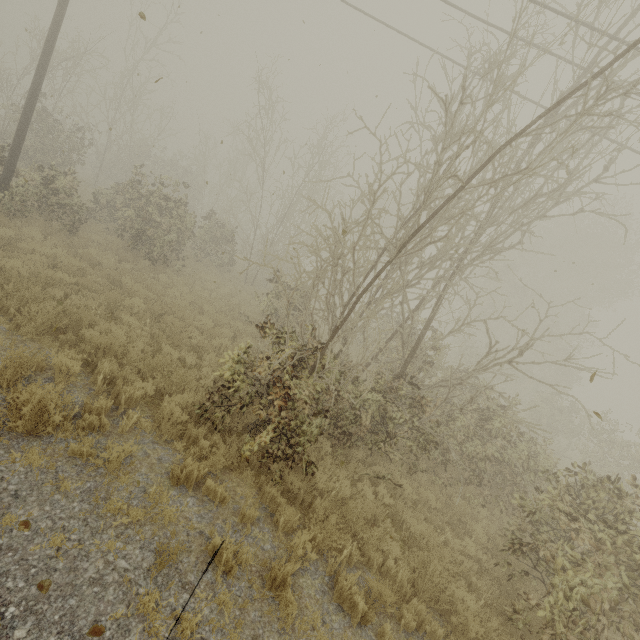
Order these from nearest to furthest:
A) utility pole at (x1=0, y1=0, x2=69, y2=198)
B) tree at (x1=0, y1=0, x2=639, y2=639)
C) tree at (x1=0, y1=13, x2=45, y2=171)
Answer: tree at (x1=0, y1=0, x2=639, y2=639)
utility pole at (x1=0, y1=0, x2=69, y2=198)
tree at (x1=0, y1=13, x2=45, y2=171)

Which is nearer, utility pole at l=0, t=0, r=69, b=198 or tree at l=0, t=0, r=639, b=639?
tree at l=0, t=0, r=639, b=639

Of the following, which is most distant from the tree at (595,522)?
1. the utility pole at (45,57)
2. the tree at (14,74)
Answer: the tree at (14,74)

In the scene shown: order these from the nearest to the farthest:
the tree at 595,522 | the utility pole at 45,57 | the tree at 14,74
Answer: the tree at 595,522 < the utility pole at 45,57 < the tree at 14,74

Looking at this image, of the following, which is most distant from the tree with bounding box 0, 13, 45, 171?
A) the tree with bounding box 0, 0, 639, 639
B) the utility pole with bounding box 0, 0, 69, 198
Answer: the tree with bounding box 0, 0, 639, 639

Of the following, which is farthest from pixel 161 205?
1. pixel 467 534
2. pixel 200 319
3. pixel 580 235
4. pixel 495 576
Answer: pixel 580 235

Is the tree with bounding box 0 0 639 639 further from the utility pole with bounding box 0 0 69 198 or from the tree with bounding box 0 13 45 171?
the tree with bounding box 0 13 45 171
